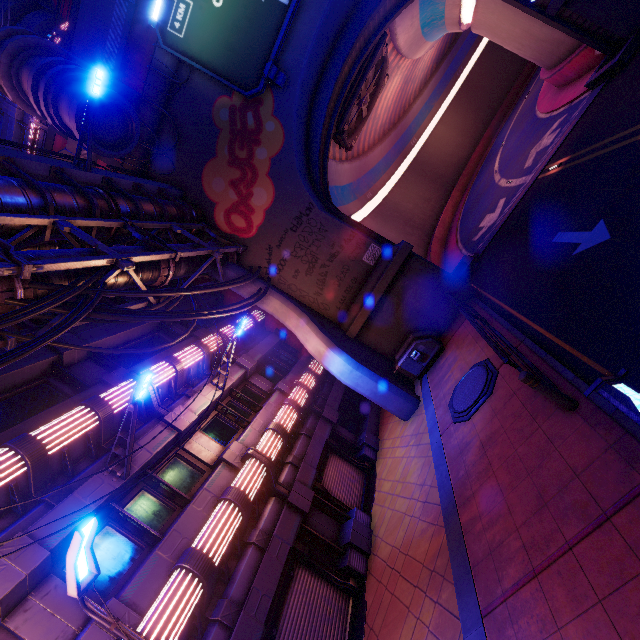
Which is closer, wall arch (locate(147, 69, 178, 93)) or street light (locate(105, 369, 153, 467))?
street light (locate(105, 369, 153, 467))

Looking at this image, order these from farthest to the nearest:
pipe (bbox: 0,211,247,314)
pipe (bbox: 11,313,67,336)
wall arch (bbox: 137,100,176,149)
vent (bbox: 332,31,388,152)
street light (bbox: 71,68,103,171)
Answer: vent (bbox: 332,31,388,152) < wall arch (bbox: 137,100,176,149) < street light (bbox: 71,68,103,171) < pipe (bbox: 11,313,67,336) < pipe (bbox: 0,211,247,314)

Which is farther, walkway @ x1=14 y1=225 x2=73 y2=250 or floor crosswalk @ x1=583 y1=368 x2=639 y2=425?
walkway @ x1=14 y1=225 x2=73 y2=250

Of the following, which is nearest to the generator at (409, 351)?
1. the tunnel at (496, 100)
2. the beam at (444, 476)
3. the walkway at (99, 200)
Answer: the beam at (444, 476)

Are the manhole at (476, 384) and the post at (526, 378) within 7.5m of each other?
yes

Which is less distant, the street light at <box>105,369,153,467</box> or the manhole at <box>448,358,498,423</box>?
the street light at <box>105,369,153,467</box>

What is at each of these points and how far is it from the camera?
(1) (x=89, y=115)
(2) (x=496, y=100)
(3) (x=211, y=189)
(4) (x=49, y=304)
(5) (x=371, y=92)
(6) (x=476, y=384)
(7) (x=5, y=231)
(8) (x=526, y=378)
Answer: (1) street light, 11.01m
(2) tunnel, 45.38m
(3) wall arch, 16.64m
(4) cable, 6.70m
(5) vent, 23.00m
(6) manhole, 9.46m
(7) walkway, 8.55m
(8) post, 5.89m

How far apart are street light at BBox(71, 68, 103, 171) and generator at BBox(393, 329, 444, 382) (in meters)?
14.20
